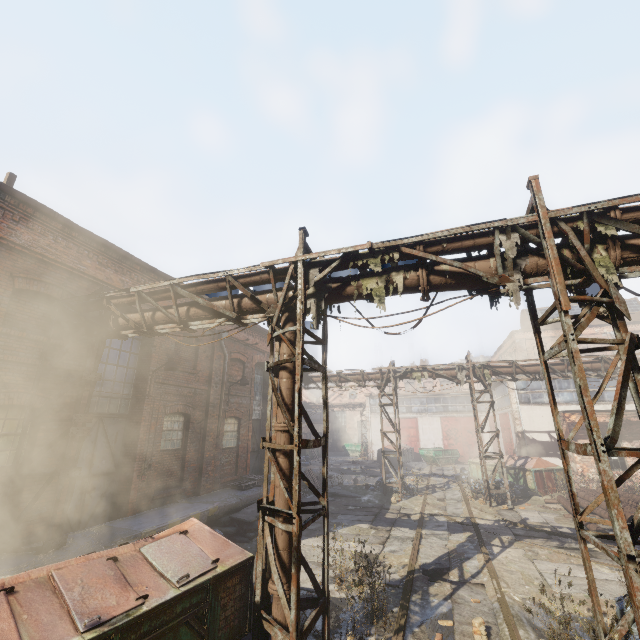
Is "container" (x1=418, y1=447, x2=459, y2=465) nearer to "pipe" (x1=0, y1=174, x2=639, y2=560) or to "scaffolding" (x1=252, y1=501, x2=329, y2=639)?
"pipe" (x1=0, y1=174, x2=639, y2=560)

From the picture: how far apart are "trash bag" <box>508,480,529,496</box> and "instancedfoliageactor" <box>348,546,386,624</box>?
→ 12.6m

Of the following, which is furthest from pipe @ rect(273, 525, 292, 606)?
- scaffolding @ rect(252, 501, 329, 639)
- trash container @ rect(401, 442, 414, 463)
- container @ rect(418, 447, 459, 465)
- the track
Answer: container @ rect(418, 447, 459, 465)

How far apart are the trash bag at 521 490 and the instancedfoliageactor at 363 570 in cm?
1262

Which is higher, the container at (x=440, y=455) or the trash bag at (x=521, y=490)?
the container at (x=440, y=455)

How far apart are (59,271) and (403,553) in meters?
12.1

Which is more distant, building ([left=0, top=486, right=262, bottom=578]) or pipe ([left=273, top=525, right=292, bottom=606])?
building ([left=0, top=486, right=262, bottom=578])

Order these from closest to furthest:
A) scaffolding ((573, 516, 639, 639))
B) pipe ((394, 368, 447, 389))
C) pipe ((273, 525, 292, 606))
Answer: scaffolding ((573, 516, 639, 639)) < pipe ((273, 525, 292, 606)) < pipe ((394, 368, 447, 389))
